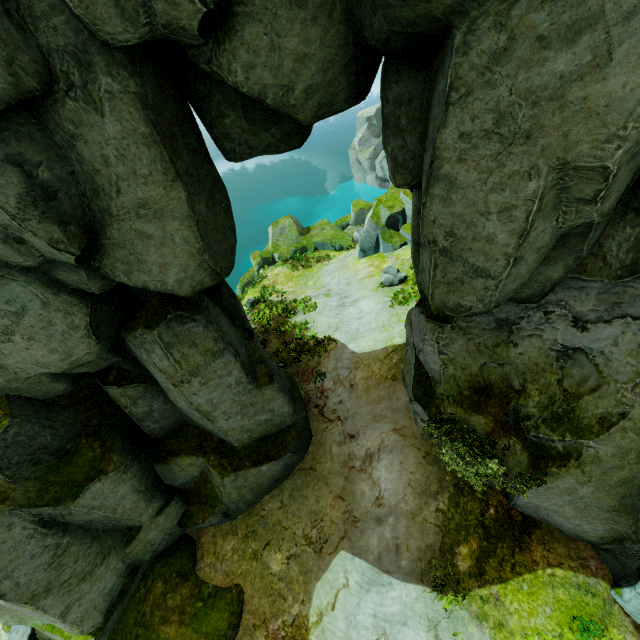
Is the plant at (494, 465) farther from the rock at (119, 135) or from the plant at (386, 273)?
the plant at (386, 273)

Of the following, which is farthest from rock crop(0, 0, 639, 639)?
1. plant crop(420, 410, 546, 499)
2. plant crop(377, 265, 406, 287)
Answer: plant crop(377, 265, 406, 287)

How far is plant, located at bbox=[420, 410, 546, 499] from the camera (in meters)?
6.12

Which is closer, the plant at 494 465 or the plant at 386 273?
the plant at 494 465

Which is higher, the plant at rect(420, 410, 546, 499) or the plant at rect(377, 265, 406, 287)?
the plant at rect(420, 410, 546, 499)

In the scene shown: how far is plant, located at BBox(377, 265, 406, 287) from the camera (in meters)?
14.61

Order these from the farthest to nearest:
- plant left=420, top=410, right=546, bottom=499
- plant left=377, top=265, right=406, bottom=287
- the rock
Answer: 1. plant left=377, top=265, right=406, bottom=287
2. plant left=420, top=410, right=546, bottom=499
3. the rock

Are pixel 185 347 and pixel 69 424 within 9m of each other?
yes
